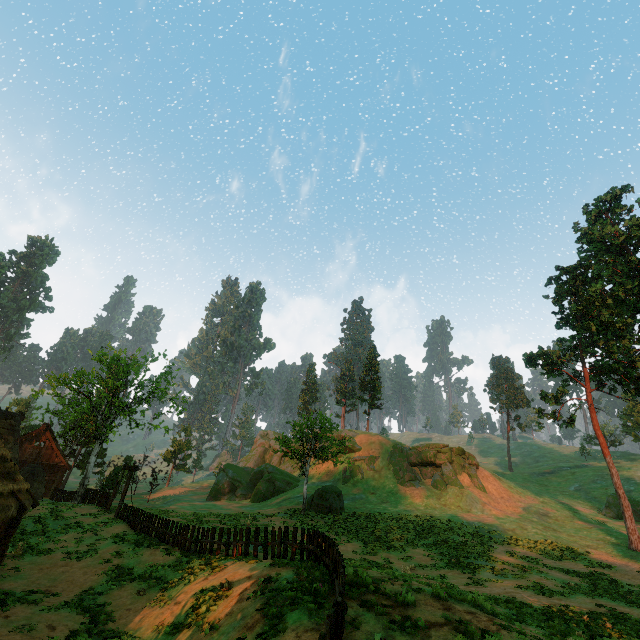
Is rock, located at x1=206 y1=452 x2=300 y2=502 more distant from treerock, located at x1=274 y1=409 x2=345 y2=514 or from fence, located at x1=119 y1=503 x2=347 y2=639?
fence, located at x1=119 y1=503 x2=347 y2=639

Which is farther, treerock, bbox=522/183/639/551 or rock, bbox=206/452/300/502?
rock, bbox=206/452/300/502

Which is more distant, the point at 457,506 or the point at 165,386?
the point at 457,506

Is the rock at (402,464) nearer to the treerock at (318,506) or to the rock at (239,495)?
the rock at (239,495)

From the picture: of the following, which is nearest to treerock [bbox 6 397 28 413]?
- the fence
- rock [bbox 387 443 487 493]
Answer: the fence

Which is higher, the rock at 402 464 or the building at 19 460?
the rock at 402 464

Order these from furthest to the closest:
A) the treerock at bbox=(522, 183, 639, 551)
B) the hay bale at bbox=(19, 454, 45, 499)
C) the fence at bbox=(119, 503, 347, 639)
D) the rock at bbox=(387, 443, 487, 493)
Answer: the rock at bbox=(387, 443, 487, 493) → the treerock at bbox=(522, 183, 639, 551) → the hay bale at bbox=(19, 454, 45, 499) → the fence at bbox=(119, 503, 347, 639)
